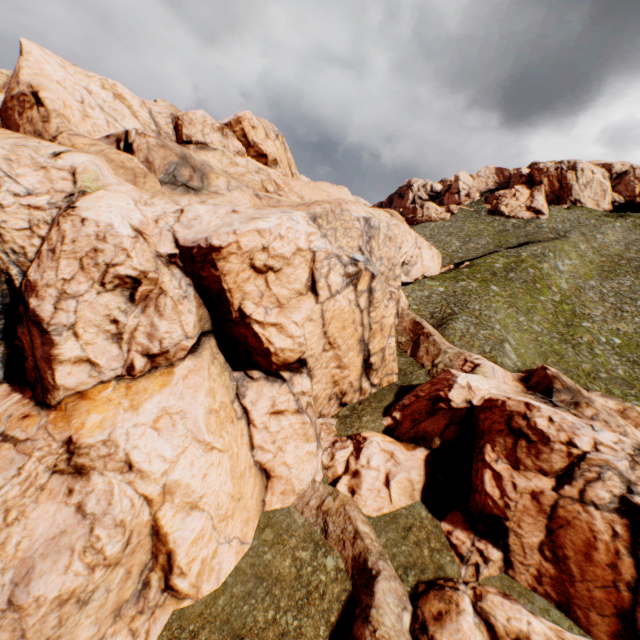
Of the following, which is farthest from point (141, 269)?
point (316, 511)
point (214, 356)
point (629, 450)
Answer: point (629, 450)
